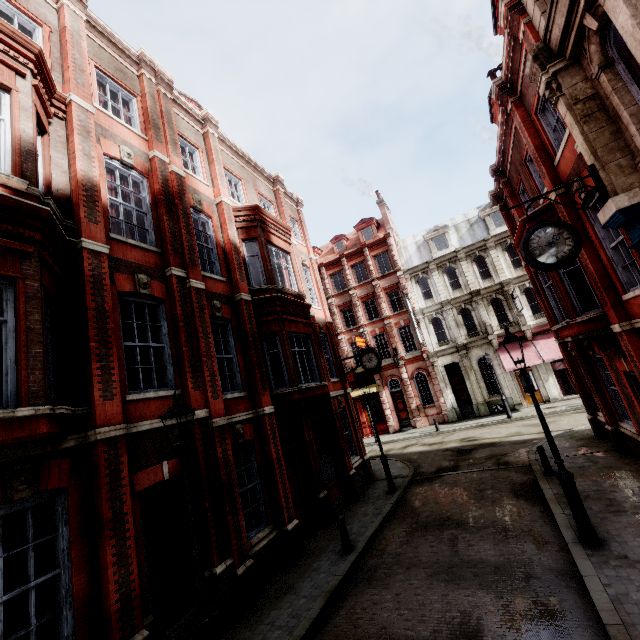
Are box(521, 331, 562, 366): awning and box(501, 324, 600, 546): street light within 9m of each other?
no

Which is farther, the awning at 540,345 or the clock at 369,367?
the awning at 540,345

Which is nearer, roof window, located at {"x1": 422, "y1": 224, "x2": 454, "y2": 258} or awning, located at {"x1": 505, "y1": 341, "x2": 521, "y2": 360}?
awning, located at {"x1": 505, "y1": 341, "x2": 521, "y2": 360}

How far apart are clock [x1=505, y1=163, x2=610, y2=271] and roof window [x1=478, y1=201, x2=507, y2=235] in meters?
24.3

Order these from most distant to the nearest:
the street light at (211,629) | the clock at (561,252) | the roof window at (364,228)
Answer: the roof window at (364,228), the clock at (561,252), the street light at (211,629)

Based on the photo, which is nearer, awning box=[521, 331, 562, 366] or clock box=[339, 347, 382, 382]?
clock box=[339, 347, 382, 382]

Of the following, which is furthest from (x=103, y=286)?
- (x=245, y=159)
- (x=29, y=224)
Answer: (x=245, y=159)

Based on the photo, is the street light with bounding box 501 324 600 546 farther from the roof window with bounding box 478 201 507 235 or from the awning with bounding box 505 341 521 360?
the roof window with bounding box 478 201 507 235
